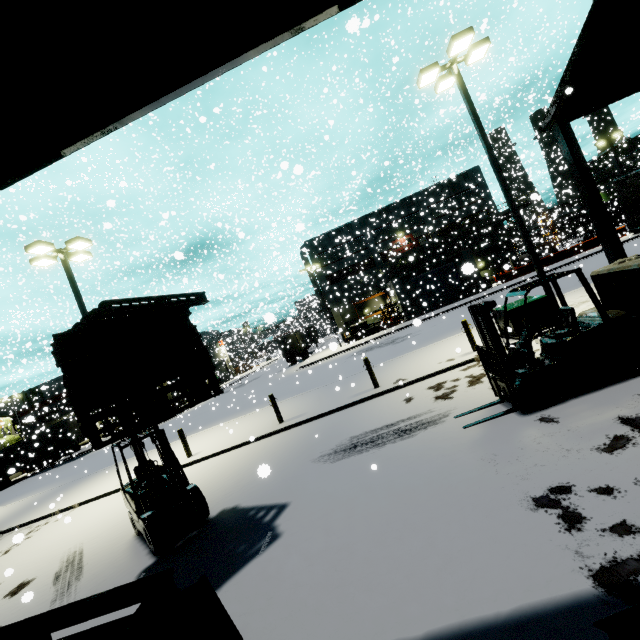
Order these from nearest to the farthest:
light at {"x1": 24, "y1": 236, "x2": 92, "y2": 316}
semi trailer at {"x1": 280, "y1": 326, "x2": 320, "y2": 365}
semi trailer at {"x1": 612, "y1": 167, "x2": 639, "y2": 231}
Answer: light at {"x1": 24, "y1": 236, "x2": 92, "y2": 316} < semi trailer at {"x1": 612, "y1": 167, "x2": 639, "y2": 231} < semi trailer at {"x1": 280, "y1": 326, "x2": 320, "y2": 365}

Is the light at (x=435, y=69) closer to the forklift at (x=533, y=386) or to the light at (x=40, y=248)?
the forklift at (x=533, y=386)

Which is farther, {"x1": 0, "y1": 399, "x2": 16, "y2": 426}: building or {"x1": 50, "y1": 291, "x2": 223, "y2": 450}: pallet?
{"x1": 0, "y1": 399, "x2": 16, "y2": 426}: building

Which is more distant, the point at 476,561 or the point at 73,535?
the point at 73,535

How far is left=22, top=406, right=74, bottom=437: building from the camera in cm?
3924

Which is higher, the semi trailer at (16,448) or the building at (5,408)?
the building at (5,408)

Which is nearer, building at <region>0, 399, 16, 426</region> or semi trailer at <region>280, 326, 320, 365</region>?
building at <region>0, 399, 16, 426</region>
